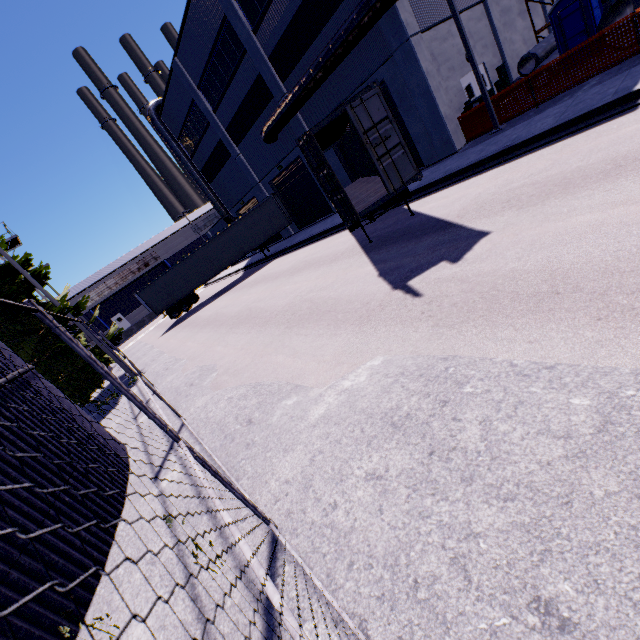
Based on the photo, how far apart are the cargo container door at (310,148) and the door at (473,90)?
13.2 meters

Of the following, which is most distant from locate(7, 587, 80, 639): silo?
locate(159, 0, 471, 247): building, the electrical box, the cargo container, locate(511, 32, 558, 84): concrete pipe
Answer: the electrical box

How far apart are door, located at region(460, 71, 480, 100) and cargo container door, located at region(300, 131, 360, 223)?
13.2 meters

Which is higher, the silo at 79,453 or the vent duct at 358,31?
the vent duct at 358,31

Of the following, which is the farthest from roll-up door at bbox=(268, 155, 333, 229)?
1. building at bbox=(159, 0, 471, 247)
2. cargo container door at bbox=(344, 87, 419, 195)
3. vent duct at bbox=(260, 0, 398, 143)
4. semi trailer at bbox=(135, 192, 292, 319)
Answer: cargo container door at bbox=(344, 87, 419, 195)

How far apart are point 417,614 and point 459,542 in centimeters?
56cm

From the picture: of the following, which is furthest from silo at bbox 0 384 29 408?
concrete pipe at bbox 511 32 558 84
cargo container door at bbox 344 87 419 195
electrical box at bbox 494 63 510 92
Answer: electrical box at bbox 494 63 510 92

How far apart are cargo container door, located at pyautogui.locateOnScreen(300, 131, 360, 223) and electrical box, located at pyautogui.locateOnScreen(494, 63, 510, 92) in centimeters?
1706cm
